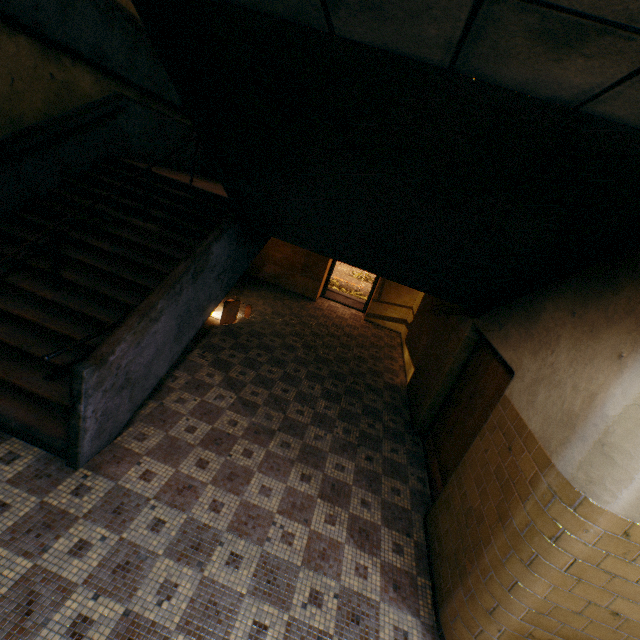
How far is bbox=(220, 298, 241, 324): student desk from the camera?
6.9m

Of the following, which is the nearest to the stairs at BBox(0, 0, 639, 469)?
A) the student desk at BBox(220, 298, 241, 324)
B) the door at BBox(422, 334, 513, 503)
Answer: the door at BBox(422, 334, 513, 503)

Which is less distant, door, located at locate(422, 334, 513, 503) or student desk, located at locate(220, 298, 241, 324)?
door, located at locate(422, 334, 513, 503)

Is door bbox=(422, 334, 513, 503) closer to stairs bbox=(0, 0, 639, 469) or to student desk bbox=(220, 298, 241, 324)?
stairs bbox=(0, 0, 639, 469)

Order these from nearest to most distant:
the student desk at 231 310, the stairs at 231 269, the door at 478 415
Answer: the stairs at 231 269 < the door at 478 415 < the student desk at 231 310

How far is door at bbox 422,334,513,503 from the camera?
3.9m

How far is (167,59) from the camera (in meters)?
2.34

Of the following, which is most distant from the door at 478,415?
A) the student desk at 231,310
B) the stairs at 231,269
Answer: the student desk at 231,310
